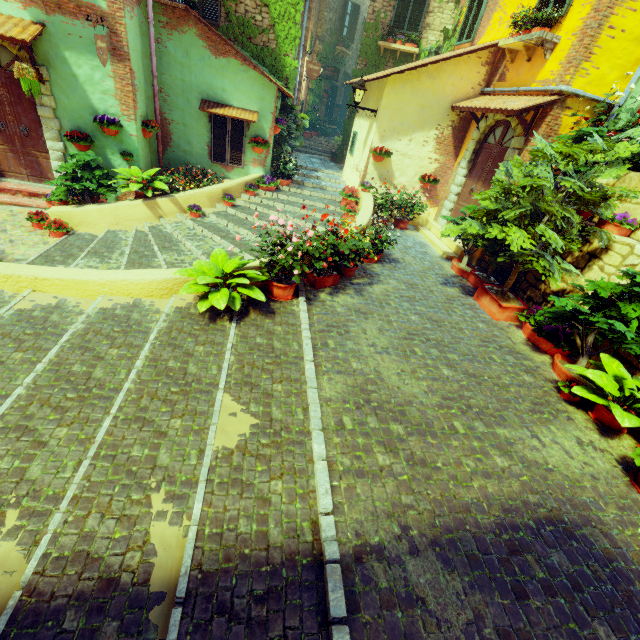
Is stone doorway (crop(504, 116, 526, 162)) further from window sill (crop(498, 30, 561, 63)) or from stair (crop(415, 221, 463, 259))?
stair (crop(415, 221, 463, 259))

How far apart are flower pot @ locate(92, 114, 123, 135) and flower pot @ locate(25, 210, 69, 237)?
2.3m

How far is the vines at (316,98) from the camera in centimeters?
1708cm

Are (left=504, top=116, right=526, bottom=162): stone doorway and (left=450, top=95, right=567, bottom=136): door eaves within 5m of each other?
yes

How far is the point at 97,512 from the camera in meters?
2.4 m

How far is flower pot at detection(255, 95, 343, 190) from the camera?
9.42m

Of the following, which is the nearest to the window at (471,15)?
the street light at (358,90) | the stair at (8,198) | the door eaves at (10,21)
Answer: the street light at (358,90)

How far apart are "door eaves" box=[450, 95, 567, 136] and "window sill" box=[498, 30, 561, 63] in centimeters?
64cm
